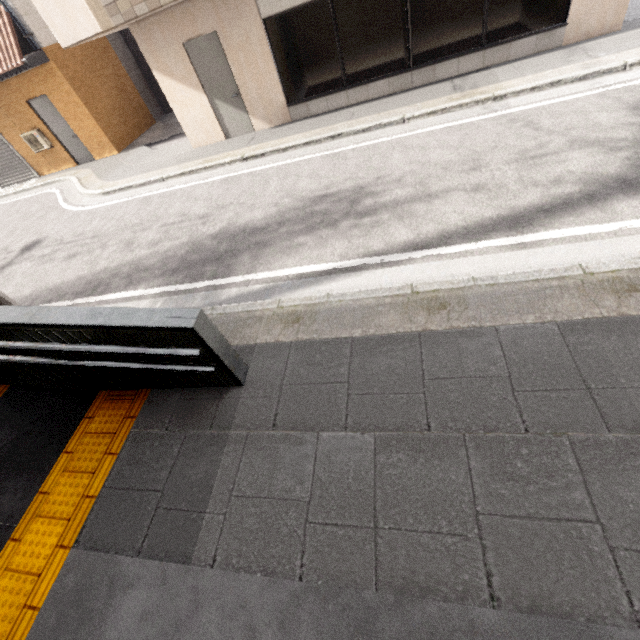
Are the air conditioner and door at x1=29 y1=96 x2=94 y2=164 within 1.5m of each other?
yes

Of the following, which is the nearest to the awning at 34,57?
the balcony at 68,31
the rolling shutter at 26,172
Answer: the rolling shutter at 26,172

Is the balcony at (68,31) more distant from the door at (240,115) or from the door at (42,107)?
the door at (42,107)

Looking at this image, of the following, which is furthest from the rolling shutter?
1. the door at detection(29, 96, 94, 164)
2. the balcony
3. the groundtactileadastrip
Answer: the groundtactileadastrip

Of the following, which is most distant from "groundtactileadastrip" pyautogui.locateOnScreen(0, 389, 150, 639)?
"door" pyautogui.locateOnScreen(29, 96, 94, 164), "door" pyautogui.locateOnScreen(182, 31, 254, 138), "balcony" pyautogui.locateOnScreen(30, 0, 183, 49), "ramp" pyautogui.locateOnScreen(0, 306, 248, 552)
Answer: "door" pyautogui.locateOnScreen(29, 96, 94, 164)

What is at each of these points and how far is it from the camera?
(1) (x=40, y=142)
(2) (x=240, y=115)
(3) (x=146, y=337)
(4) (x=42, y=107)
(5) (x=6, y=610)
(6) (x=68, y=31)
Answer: (1) air conditioner, 11.1 meters
(2) door, 8.4 meters
(3) ramp, 2.7 meters
(4) door, 10.5 meters
(5) groundtactileadastrip, 2.3 meters
(6) balcony, 6.6 meters

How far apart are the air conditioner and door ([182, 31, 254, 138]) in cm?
730

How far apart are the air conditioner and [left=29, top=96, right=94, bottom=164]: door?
0.3m
